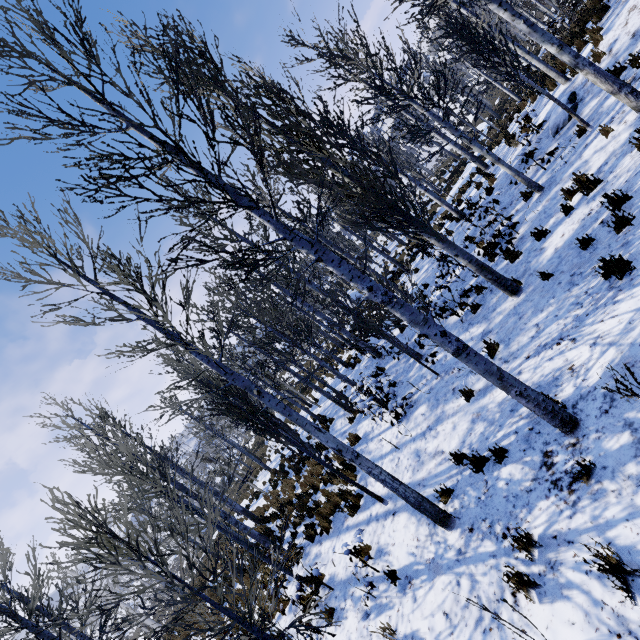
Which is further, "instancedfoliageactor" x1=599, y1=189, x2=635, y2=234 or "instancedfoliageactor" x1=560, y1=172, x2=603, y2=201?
"instancedfoliageactor" x1=560, y1=172, x2=603, y2=201

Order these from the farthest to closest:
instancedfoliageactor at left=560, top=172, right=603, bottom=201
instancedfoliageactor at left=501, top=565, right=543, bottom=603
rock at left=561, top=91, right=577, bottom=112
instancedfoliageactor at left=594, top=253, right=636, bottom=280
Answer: rock at left=561, top=91, right=577, bottom=112, instancedfoliageactor at left=560, top=172, right=603, bottom=201, instancedfoliageactor at left=594, top=253, right=636, bottom=280, instancedfoliageactor at left=501, top=565, right=543, bottom=603

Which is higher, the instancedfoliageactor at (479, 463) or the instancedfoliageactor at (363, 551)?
the instancedfoliageactor at (363, 551)

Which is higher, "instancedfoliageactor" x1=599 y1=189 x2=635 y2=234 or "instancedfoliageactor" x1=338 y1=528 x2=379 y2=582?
"instancedfoliageactor" x1=599 y1=189 x2=635 y2=234

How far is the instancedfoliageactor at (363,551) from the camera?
5.57m

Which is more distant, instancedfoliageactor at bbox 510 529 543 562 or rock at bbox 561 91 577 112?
rock at bbox 561 91 577 112

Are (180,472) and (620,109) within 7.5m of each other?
no
